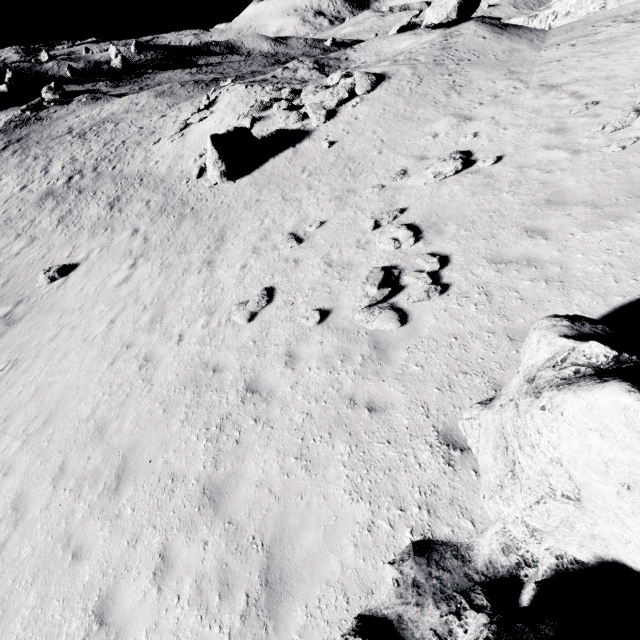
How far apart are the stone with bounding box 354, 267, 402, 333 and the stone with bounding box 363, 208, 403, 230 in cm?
203

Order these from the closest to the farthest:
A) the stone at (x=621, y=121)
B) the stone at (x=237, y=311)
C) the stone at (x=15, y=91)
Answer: the stone at (x=621, y=121), the stone at (x=237, y=311), the stone at (x=15, y=91)

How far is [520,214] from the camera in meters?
7.6

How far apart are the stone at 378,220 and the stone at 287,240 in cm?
226

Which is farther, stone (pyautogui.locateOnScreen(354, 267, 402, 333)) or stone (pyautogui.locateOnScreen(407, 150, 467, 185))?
stone (pyautogui.locateOnScreen(407, 150, 467, 185))

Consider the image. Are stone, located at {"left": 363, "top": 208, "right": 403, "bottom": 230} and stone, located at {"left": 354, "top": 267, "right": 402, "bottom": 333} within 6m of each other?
yes

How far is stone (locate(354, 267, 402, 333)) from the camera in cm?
672

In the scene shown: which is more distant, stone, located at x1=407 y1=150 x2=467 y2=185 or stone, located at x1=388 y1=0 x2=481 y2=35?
stone, located at x1=388 y1=0 x2=481 y2=35
